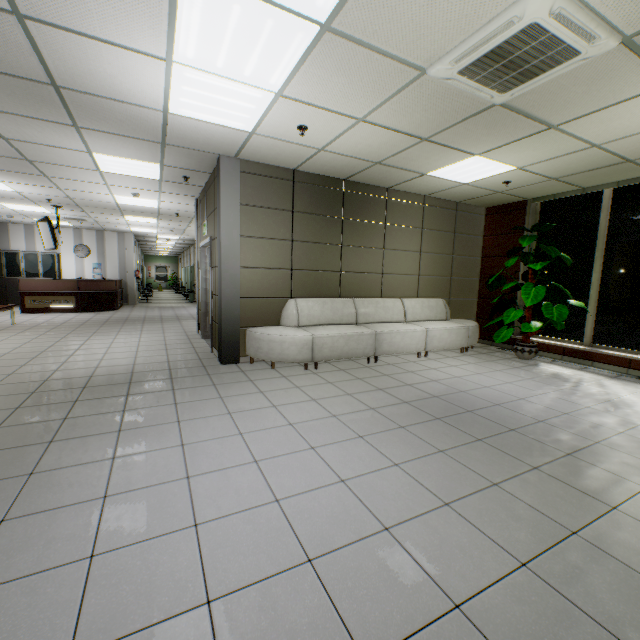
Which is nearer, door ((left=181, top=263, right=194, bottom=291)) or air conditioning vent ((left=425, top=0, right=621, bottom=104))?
air conditioning vent ((left=425, top=0, right=621, bottom=104))

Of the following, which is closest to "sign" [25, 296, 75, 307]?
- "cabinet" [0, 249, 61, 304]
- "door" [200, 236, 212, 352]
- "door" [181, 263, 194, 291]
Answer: "cabinet" [0, 249, 61, 304]

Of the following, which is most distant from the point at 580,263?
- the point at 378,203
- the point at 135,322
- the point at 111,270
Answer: the point at 111,270

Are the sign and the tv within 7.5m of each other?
yes

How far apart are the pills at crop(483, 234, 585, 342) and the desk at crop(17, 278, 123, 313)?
13.07m

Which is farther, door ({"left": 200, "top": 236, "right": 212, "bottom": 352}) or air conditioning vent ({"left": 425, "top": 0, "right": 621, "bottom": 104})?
door ({"left": 200, "top": 236, "right": 212, "bottom": 352})

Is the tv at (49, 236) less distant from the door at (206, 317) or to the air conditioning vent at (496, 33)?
the door at (206, 317)

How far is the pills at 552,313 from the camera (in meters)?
5.62
